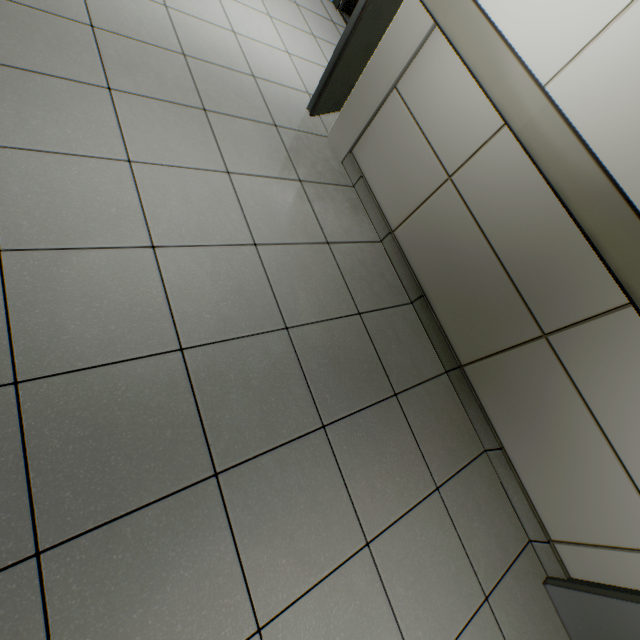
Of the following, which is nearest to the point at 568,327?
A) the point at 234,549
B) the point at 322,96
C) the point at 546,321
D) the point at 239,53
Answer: the point at 546,321

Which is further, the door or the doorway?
the door

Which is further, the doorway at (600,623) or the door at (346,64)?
Result: the door at (346,64)
